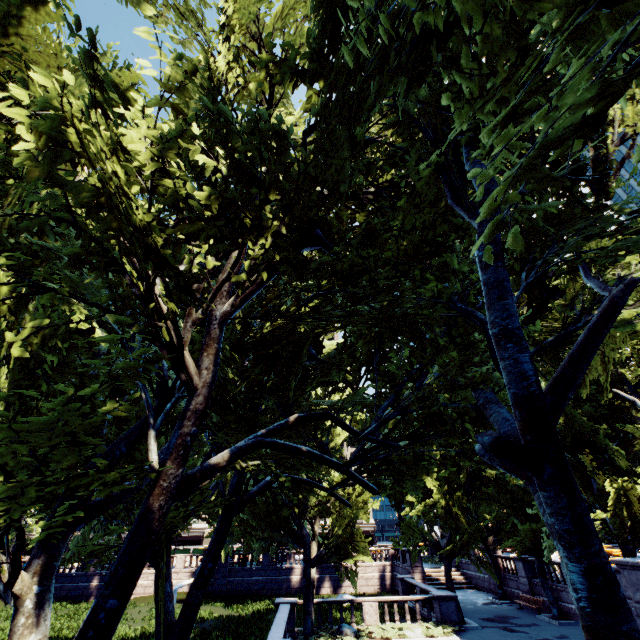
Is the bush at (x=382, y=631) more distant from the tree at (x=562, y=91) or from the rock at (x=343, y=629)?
the tree at (x=562, y=91)

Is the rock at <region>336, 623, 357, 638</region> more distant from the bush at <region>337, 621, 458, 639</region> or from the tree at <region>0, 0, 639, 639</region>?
the tree at <region>0, 0, 639, 639</region>

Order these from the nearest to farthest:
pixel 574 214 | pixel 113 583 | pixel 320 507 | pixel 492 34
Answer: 1. pixel 492 34
2. pixel 113 583
3. pixel 574 214
4. pixel 320 507

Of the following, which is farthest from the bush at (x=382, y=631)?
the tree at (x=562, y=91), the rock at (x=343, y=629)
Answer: the tree at (x=562, y=91)

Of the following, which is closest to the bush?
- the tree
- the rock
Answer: the rock
